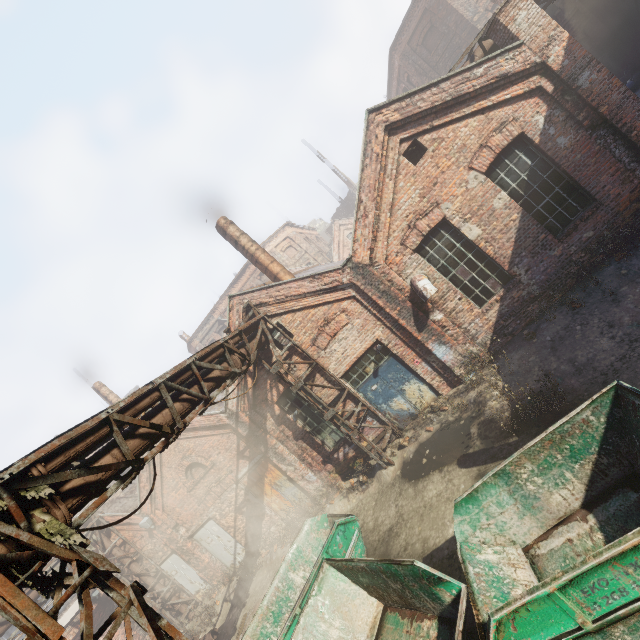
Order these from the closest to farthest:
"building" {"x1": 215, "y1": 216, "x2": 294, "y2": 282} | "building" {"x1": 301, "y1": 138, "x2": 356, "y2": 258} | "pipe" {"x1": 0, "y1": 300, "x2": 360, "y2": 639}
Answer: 1. "pipe" {"x1": 0, "y1": 300, "x2": 360, "y2": 639}
2. "building" {"x1": 215, "y1": 216, "x2": 294, "y2": 282}
3. "building" {"x1": 301, "y1": 138, "x2": 356, "y2": 258}

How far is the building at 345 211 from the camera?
39.3 meters

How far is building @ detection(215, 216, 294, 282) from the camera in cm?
1260

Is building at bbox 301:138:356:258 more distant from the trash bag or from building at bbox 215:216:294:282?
building at bbox 215:216:294:282

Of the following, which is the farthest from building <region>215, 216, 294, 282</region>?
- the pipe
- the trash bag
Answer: the trash bag

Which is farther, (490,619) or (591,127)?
(591,127)

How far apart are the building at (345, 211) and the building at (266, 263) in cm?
2992

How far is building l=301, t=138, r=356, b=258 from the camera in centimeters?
3934cm
